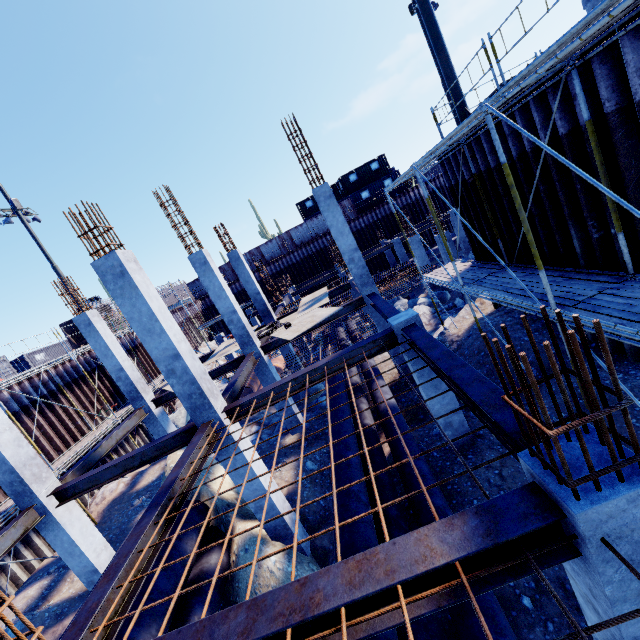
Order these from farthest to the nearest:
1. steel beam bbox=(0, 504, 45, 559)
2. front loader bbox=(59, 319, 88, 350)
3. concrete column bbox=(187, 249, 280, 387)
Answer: front loader bbox=(59, 319, 88, 350) → concrete column bbox=(187, 249, 280, 387) → steel beam bbox=(0, 504, 45, 559)

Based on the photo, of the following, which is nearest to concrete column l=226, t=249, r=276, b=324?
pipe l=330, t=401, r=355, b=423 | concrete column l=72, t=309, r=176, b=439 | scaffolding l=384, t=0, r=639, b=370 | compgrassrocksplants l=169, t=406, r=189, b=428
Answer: pipe l=330, t=401, r=355, b=423

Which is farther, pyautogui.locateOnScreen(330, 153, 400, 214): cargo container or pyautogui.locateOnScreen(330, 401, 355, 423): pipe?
pyautogui.locateOnScreen(330, 153, 400, 214): cargo container

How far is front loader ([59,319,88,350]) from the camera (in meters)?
24.50

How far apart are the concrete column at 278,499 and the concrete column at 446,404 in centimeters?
432cm

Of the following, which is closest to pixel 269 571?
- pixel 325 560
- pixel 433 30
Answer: pixel 325 560

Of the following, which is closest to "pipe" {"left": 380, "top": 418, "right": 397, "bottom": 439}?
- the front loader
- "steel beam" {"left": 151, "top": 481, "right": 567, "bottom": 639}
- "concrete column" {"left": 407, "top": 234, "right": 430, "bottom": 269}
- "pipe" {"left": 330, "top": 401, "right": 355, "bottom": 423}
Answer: "pipe" {"left": 330, "top": 401, "right": 355, "bottom": 423}

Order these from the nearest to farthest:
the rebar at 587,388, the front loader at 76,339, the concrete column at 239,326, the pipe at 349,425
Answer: the rebar at 587,388
the pipe at 349,425
the concrete column at 239,326
the front loader at 76,339
